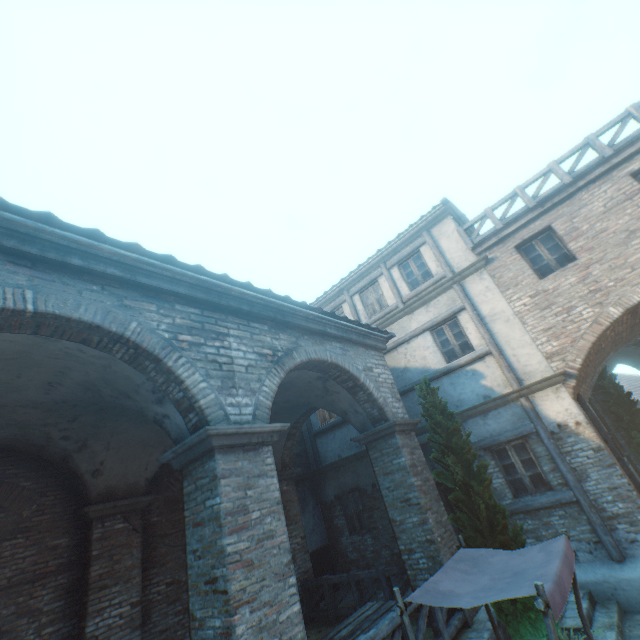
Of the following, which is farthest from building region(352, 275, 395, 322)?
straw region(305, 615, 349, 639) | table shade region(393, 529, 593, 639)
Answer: table shade region(393, 529, 593, 639)

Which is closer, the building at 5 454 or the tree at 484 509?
the building at 5 454

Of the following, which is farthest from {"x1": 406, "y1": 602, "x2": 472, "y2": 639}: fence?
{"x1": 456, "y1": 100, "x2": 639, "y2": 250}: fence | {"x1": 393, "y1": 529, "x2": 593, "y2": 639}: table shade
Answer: {"x1": 456, "y1": 100, "x2": 639, "y2": 250}: fence

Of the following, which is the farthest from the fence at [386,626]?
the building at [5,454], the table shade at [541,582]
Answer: the building at [5,454]

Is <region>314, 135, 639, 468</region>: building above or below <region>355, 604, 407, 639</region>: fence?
above

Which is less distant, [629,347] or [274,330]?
[274,330]

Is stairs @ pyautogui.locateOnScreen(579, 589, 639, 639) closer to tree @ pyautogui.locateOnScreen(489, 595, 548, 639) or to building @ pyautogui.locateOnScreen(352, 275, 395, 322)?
tree @ pyautogui.locateOnScreen(489, 595, 548, 639)

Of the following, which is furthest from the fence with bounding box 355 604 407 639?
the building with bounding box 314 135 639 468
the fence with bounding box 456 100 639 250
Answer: the fence with bounding box 456 100 639 250
